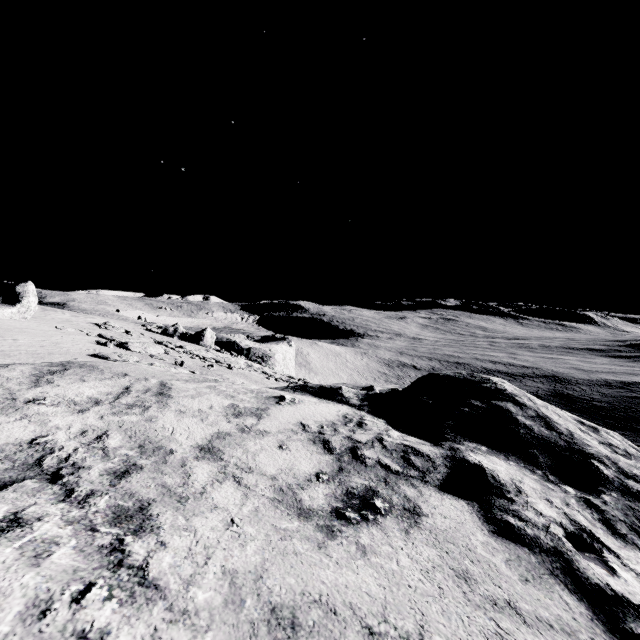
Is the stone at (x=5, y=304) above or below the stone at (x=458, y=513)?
above

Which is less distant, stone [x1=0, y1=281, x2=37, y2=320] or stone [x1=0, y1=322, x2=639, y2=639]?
stone [x1=0, y1=322, x2=639, y2=639]

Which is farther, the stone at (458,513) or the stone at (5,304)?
the stone at (5,304)

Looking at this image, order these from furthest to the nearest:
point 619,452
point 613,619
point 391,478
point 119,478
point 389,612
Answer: point 619,452 → point 391,478 → point 119,478 → point 613,619 → point 389,612

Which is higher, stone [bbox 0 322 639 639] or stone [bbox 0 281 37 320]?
stone [bbox 0 281 37 320]
